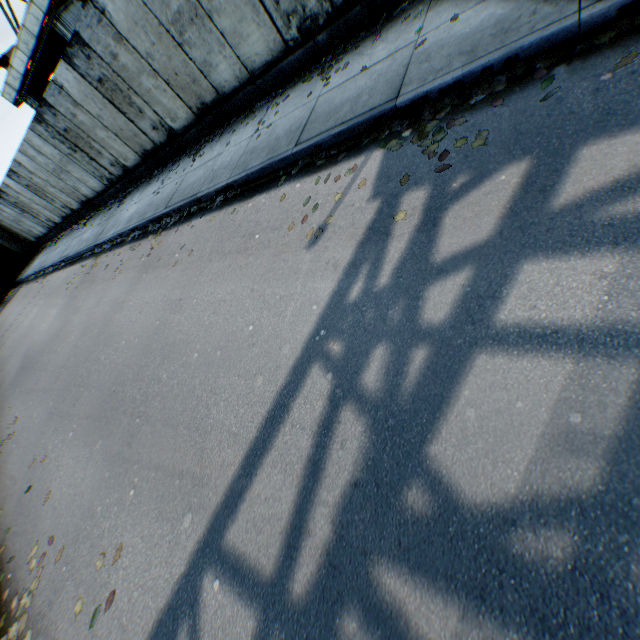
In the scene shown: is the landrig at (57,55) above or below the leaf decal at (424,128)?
above

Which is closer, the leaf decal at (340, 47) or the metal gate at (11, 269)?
the leaf decal at (340, 47)

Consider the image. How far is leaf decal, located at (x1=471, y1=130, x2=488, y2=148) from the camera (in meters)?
3.16

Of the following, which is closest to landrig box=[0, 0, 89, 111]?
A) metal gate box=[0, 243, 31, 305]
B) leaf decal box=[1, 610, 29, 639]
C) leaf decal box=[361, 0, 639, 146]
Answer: metal gate box=[0, 243, 31, 305]

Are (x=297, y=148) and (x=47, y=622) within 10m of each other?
yes

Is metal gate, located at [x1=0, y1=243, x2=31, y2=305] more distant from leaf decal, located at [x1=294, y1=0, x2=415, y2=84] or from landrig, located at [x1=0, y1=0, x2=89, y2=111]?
leaf decal, located at [x1=294, y1=0, x2=415, y2=84]

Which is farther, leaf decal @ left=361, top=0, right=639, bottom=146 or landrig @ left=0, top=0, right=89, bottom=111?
landrig @ left=0, top=0, right=89, bottom=111
